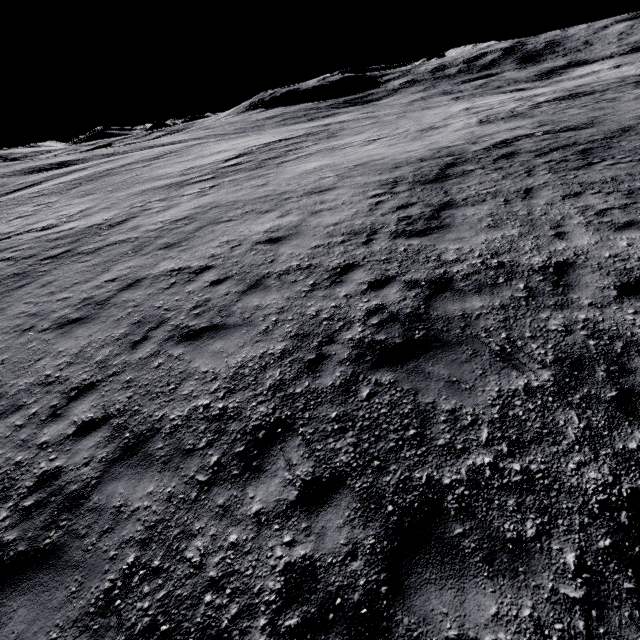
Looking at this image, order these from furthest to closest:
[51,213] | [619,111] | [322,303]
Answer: [51,213] → [619,111] → [322,303]
